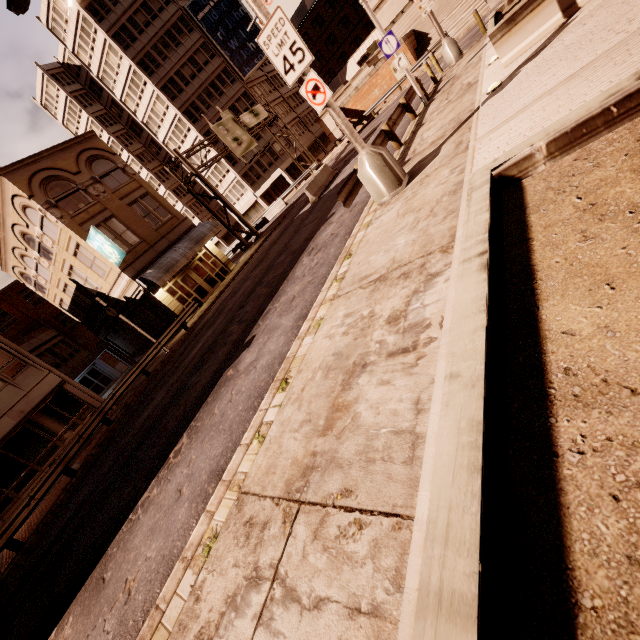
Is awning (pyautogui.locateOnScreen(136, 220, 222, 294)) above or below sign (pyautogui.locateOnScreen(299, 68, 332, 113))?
above

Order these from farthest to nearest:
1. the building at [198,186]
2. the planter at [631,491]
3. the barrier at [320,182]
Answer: the building at [198,186] < the barrier at [320,182] < the planter at [631,491]

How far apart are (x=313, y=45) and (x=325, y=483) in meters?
77.3 m

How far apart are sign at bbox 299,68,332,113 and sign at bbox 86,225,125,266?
17.14m

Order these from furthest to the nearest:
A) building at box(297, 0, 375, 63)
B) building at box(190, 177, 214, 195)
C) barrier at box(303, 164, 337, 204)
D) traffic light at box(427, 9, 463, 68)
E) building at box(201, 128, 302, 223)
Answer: building at box(297, 0, 375, 63), building at box(190, 177, 214, 195), building at box(201, 128, 302, 223), barrier at box(303, 164, 337, 204), traffic light at box(427, 9, 463, 68)

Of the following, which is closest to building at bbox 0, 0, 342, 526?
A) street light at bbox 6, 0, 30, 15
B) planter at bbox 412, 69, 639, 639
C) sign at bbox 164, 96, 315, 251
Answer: sign at bbox 164, 96, 315, 251

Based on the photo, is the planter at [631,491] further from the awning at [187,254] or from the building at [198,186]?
the building at [198,186]

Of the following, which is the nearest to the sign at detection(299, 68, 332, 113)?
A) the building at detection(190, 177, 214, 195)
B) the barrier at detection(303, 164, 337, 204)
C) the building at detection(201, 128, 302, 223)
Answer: the barrier at detection(303, 164, 337, 204)
